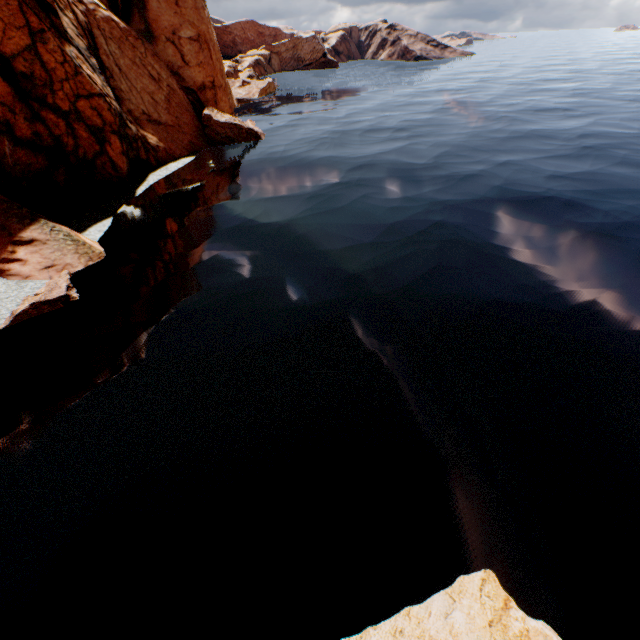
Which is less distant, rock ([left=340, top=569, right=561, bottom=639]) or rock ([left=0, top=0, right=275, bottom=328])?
rock ([left=340, top=569, right=561, bottom=639])

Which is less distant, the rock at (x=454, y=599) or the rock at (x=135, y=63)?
the rock at (x=454, y=599)

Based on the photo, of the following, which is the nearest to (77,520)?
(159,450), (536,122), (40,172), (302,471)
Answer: (159,450)

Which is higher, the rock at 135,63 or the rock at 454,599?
the rock at 135,63

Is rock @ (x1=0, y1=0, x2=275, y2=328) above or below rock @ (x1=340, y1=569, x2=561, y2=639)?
above
